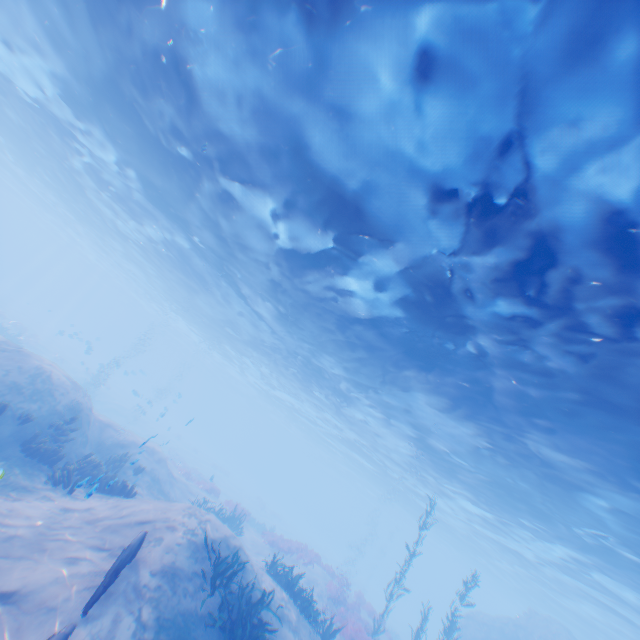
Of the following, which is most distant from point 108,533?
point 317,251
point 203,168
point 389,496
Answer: point 389,496

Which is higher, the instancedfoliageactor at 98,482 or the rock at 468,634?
the rock at 468,634

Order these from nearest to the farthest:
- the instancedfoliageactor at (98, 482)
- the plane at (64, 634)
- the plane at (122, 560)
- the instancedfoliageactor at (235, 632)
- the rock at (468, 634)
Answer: the plane at (64, 634)
the plane at (122, 560)
the instancedfoliageactor at (235, 632)
the instancedfoliageactor at (98, 482)
the rock at (468, 634)

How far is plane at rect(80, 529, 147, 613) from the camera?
6.3m

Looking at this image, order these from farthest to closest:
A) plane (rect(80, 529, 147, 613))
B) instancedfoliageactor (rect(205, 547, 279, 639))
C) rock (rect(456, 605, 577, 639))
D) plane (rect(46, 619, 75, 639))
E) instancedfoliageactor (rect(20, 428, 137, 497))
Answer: rock (rect(456, 605, 577, 639)) < instancedfoliageactor (rect(20, 428, 137, 497)) < instancedfoliageactor (rect(205, 547, 279, 639)) < plane (rect(80, 529, 147, 613)) < plane (rect(46, 619, 75, 639))

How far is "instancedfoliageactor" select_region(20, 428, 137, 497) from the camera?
10.5m

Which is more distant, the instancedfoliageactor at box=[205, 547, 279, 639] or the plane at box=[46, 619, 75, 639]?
the instancedfoliageactor at box=[205, 547, 279, 639]

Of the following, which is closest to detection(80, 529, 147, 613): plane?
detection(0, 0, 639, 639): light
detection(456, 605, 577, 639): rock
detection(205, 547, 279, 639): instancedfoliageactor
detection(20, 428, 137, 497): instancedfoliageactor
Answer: detection(205, 547, 279, 639): instancedfoliageactor
